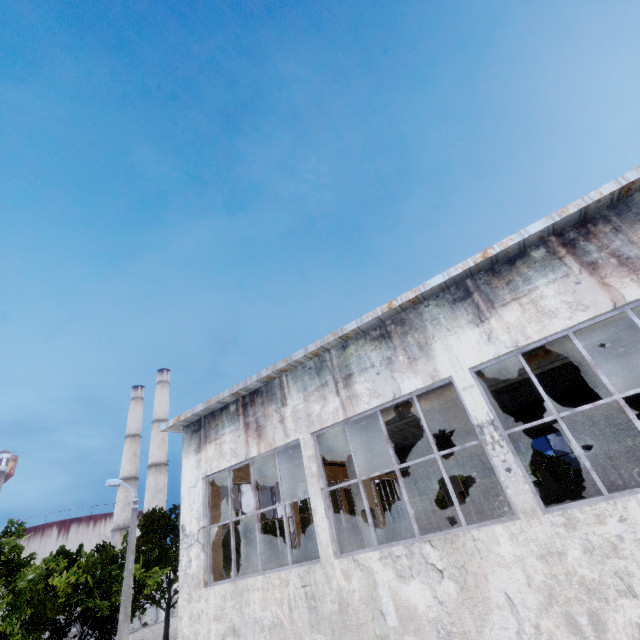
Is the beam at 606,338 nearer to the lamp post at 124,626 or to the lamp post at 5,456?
the lamp post at 124,626

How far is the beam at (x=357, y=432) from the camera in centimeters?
1026cm

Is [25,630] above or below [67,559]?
below

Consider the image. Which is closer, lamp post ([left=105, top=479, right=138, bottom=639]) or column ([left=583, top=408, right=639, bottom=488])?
lamp post ([left=105, top=479, right=138, bottom=639])

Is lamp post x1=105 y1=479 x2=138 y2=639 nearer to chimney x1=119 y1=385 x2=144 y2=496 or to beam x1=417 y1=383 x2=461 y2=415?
beam x1=417 y1=383 x2=461 y2=415

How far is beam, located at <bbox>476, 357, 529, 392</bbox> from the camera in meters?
8.6 m

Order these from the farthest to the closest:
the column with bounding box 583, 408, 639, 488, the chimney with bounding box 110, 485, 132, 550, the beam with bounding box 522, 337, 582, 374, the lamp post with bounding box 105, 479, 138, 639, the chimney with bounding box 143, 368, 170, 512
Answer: the chimney with bounding box 110, 485, 132, 550, the chimney with bounding box 143, 368, 170, 512, the column with bounding box 583, 408, 639, 488, the lamp post with bounding box 105, 479, 138, 639, the beam with bounding box 522, 337, 582, 374
